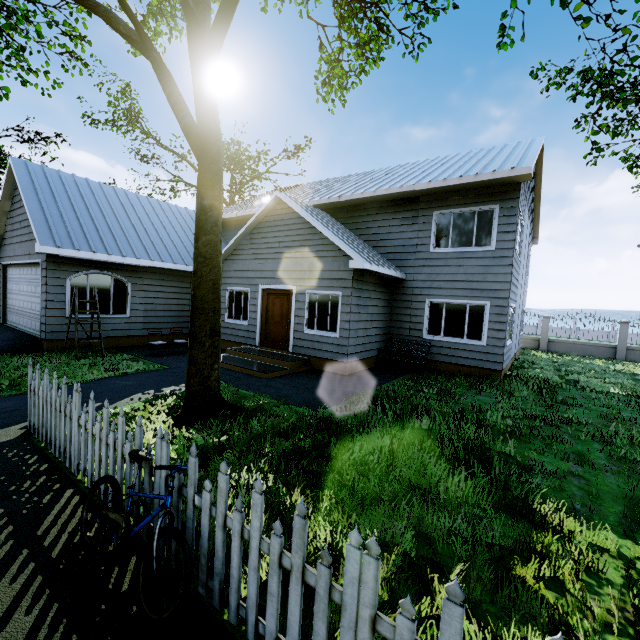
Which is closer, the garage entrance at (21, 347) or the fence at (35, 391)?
the fence at (35, 391)

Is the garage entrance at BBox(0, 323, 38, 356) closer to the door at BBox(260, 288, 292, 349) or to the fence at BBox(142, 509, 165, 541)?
the fence at BBox(142, 509, 165, 541)

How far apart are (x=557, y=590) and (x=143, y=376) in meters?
8.7 m

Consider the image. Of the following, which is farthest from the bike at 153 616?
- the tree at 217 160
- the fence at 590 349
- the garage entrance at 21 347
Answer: the garage entrance at 21 347

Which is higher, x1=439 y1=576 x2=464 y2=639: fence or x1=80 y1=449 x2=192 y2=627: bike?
x1=439 y1=576 x2=464 y2=639: fence

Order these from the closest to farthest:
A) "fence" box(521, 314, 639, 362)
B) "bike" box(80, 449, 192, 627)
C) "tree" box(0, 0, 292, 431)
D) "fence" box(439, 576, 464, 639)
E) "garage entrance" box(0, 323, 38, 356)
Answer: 1. "fence" box(439, 576, 464, 639)
2. "bike" box(80, 449, 192, 627)
3. "tree" box(0, 0, 292, 431)
4. "garage entrance" box(0, 323, 38, 356)
5. "fence" box(521, 314, 639, 362)

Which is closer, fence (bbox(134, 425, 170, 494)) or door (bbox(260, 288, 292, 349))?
fence (bbox(134, 425, 170, 494))

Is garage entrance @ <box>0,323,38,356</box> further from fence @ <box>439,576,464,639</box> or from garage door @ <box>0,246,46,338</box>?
fence @ <box>439,576,464,639</box>
